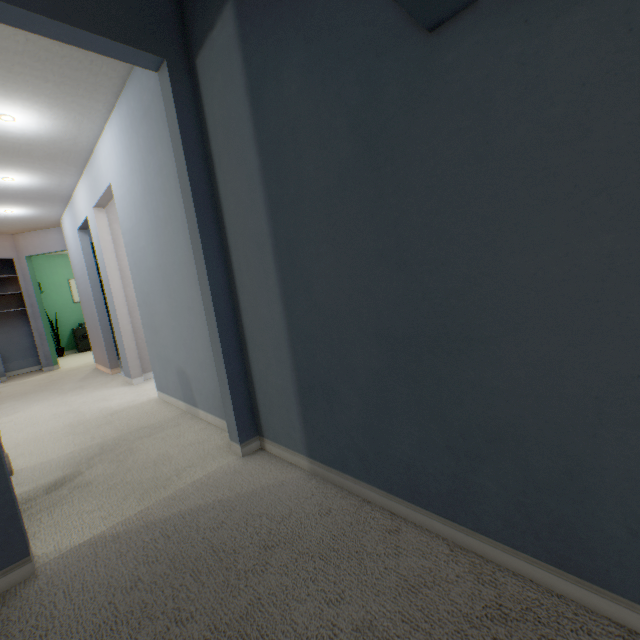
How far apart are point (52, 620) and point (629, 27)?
2.11m

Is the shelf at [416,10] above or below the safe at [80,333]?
above

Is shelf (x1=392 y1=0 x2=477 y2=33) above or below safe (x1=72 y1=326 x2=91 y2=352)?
above

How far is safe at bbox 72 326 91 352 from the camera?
8.0 meters

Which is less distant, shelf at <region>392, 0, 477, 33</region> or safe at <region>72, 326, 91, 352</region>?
shelf at <region>392, 0, 477, 33</region>

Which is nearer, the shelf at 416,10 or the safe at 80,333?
the shelf at 416,10
